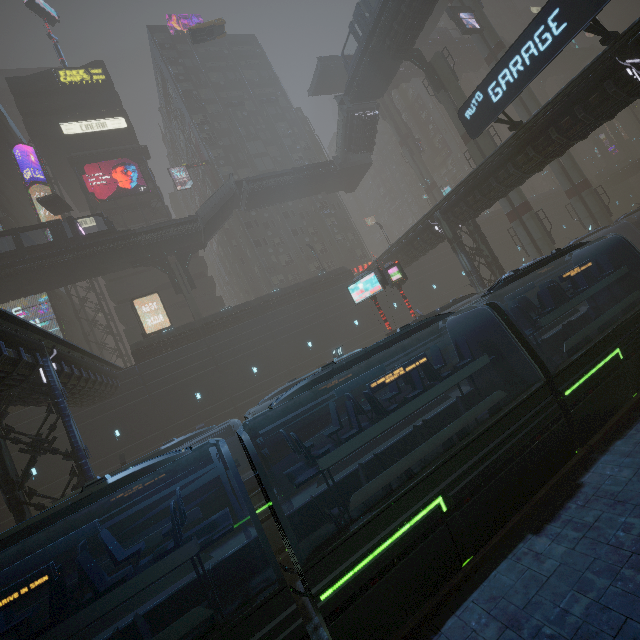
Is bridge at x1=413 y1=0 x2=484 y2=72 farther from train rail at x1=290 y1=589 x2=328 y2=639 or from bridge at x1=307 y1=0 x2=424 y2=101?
train rail at x1=290 y1=589 x2=328 y2=639

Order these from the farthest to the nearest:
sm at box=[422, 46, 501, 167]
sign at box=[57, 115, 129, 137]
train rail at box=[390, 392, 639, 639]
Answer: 1. sign at box=[57, 115, 129, 137]
2. sm at box=[422, 46, 501, 167]
3. train rail at box=[390, 392, 639, 639]

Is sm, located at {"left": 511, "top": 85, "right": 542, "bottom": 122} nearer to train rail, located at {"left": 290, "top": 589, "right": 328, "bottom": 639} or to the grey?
train rail, located at {"left": 290, "top": 589, "right": 328, "bottom": 639}

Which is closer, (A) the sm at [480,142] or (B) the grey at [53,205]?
(A) the sm at [480,142]

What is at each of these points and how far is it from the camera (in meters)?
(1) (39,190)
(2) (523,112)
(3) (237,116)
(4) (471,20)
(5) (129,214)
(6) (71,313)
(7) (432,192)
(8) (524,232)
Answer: (1) building, 39.25
(2) sm, 35.75
(3) building, 49.44
(4) sign, 35.12
(5) building, 42.31
(6) building, 40.06
(7) sm, 49.97
(8) sm, 30.20

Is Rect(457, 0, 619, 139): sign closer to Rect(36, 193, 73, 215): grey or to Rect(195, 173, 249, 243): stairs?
Rect(195, 173, 249, 243): stairs

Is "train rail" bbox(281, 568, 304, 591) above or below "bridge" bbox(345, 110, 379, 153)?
below

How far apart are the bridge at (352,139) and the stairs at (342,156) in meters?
0.0
